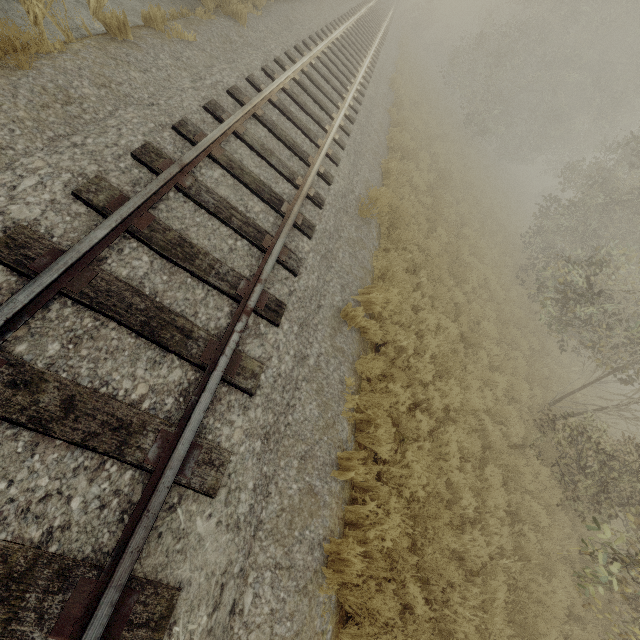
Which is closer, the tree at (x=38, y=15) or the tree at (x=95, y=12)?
the tree at (x=38, y=15)

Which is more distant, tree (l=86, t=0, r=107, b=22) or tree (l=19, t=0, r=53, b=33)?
tree (l=86, t=0, r=107, b=22)

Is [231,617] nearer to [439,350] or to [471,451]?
[471,451]
